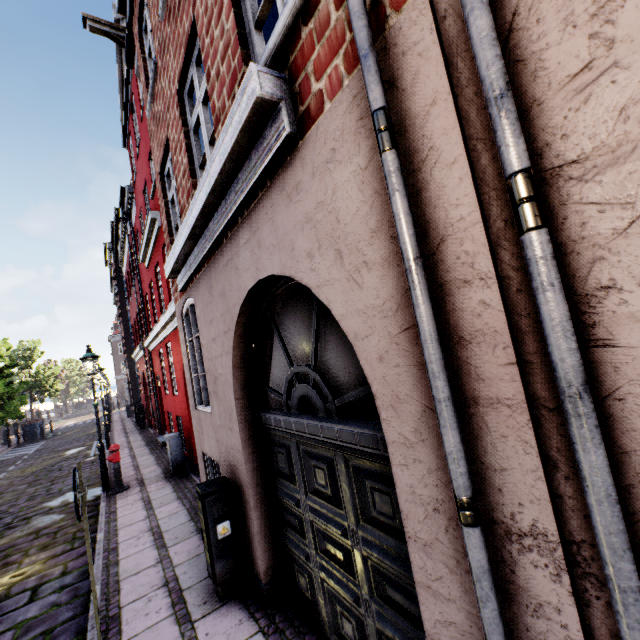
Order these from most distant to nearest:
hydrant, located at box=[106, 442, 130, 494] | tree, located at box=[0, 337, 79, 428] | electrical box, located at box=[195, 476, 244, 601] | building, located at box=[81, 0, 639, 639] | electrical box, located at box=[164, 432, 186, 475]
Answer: tree, located at box=[0, 337, 79, 428] → electrical box, located at box=[164, 432, 186, 475] → hydrant, located at box=[106, 442, 130, 494] → electrical box, located at box=[195, 476, 244, 601] → building, located at box=[81, 0, 639, 639]

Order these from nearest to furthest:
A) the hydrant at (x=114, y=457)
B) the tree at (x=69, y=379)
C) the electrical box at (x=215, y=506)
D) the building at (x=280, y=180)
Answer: the building at (x=280, y=180) < the electrical box at (x=215, y=506) < the hydrant at (x=114, y=457) < the tree at (x=69, y=379)

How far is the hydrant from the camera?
8.4 meters

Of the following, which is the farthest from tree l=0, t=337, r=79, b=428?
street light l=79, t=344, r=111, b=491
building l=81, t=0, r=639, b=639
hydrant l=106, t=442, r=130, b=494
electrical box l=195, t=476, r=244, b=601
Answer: electrical box l=195, t=476, r=244, b=601

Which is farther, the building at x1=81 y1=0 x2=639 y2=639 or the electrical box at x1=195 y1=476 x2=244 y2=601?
the electrical box at x1=195 y1=476 x2=244 y2=601

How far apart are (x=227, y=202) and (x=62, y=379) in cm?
5868

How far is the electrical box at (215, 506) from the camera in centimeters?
379cm

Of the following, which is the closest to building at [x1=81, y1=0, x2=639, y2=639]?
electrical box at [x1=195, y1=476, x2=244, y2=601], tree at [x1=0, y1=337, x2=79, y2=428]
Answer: electrical box at [x1=195, y1=476, x2=244, y2=601]
